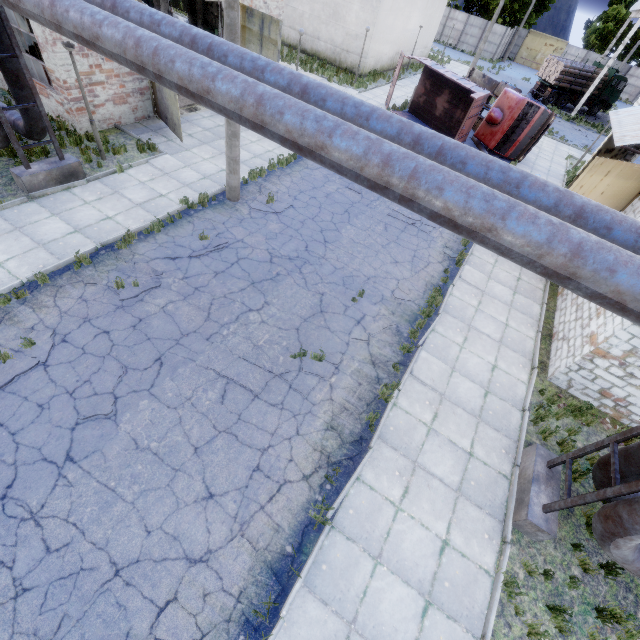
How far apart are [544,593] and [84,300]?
11.54m

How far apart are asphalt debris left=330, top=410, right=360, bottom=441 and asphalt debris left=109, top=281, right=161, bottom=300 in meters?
5.7

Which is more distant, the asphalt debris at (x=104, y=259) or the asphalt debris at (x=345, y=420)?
the asphalt debris at (x=104, y=259)

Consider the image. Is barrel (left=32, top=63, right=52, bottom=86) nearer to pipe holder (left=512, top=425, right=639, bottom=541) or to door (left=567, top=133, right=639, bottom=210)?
door (left=567, top=133, right=639, bottom=210)

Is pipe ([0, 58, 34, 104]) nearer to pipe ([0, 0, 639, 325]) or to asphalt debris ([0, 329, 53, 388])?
pipe ([0, 0, 639, 325])

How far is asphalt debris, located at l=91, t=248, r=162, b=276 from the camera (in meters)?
8.66

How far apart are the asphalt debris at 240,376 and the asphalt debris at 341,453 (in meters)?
0.84

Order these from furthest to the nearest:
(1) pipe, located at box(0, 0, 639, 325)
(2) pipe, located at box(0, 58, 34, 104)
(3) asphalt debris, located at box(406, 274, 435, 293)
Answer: (3) asphalt debris, located at box(406, 274, 435, 293) < (2) pipe, located at box(0, 58, 34, 104) < (1) pipe, located at box(0, 0, 639, 325)
